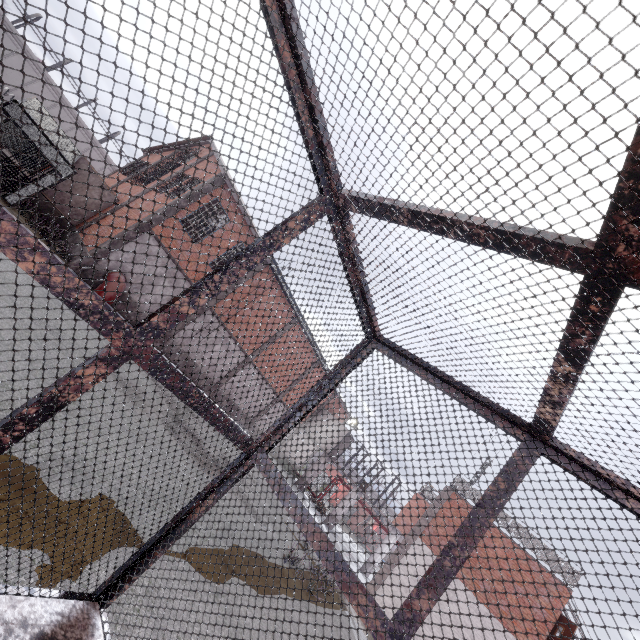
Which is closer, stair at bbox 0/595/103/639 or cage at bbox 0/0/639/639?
cage at bbox 0/0/639/639

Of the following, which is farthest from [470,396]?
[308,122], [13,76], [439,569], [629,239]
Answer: [13,76]

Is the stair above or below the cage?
below

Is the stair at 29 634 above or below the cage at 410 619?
below

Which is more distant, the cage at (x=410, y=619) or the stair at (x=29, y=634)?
the stair at (x=29, y=634)
